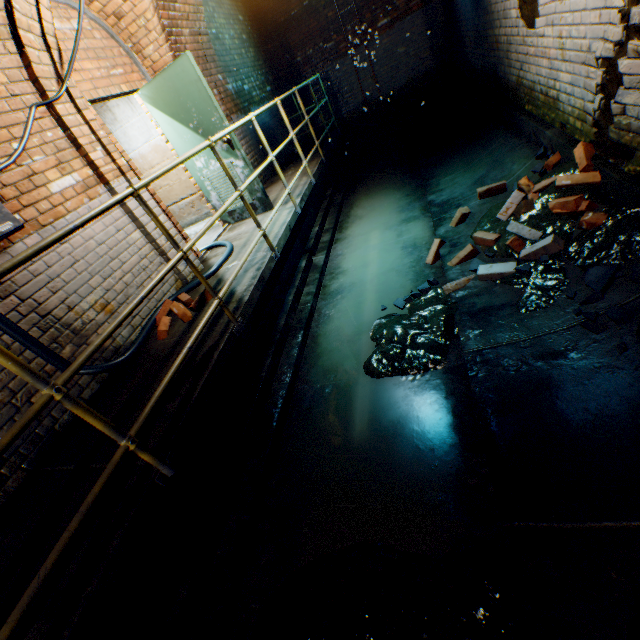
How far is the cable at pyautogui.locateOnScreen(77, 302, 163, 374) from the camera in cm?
279

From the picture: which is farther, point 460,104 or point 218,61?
point 460,104

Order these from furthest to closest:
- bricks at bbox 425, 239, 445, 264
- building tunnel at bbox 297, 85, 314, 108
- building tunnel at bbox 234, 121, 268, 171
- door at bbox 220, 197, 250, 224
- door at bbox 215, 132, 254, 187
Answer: building tunnel at bbox 297, 85, 314, 108, building tunnel at bbox 234, 121, 268, 171, door at bbox 220, 197, 250, 224, door at bbox 215, 132, 254, 187, bricks at bbox 425, 239, 445, 264

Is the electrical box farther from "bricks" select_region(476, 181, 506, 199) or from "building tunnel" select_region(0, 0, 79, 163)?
"bricks" select_region(476, 181, 506, 199)

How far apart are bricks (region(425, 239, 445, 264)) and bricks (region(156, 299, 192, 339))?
2.5 meters

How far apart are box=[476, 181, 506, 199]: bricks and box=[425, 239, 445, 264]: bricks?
0.8 meters

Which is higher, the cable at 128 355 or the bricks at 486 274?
the cable at 128 355

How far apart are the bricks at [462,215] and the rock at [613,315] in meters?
2.1 m
